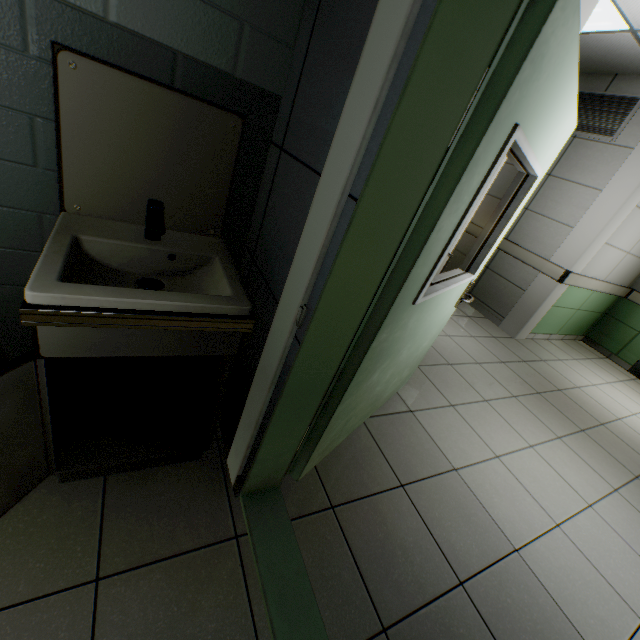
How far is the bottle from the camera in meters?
1.3

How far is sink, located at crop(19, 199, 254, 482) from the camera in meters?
0.9

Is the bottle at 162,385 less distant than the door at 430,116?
No

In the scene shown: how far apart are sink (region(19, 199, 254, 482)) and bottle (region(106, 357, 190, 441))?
0.0m

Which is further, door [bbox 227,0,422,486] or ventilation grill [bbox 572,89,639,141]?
ventilation grill [bbox 572,89,639,141]

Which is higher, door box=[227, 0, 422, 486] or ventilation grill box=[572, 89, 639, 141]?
ventilation grill box=[572, 89, 639, 141]

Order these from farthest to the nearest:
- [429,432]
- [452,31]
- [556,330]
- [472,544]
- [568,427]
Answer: [556,330]
[568,427]
[429,432]
[472,544]
[452,31]

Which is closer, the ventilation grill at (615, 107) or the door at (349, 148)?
the door at (349, 148)
